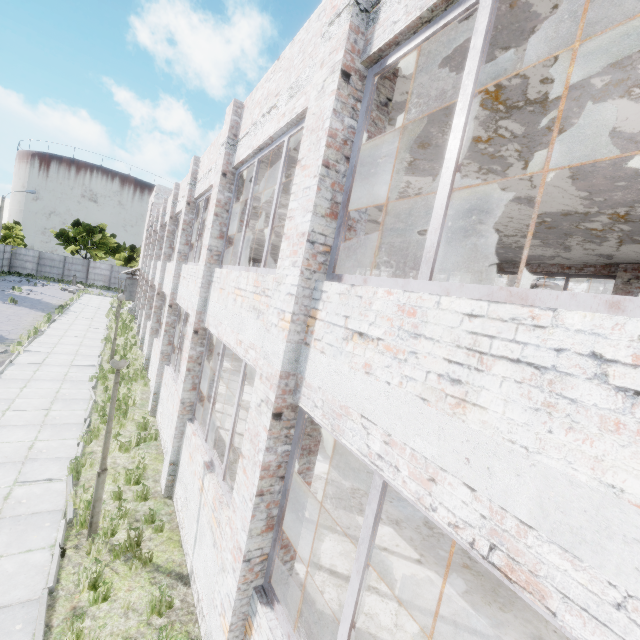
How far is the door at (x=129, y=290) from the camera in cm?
3062

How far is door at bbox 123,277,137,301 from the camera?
30.6m

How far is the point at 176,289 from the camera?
10.95m
